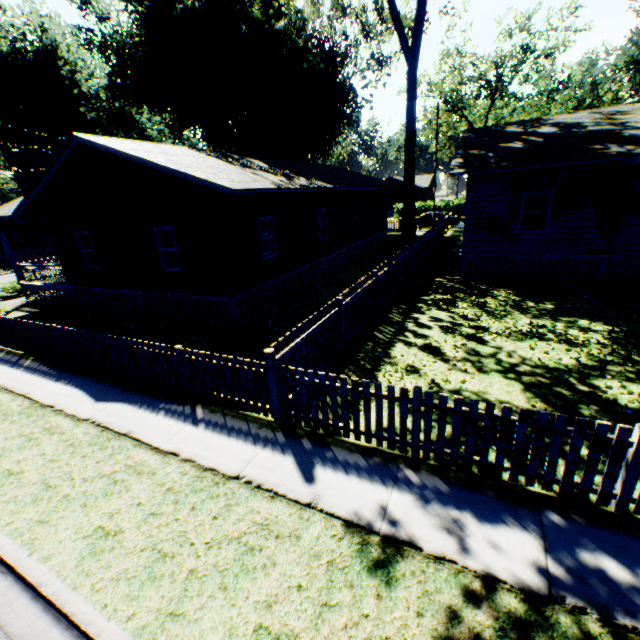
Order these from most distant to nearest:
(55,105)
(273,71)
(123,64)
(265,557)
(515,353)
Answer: (55,105), (123,64), (273,71), (515,353), (265,557)

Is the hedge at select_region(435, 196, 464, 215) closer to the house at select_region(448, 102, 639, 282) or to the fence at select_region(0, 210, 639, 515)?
the fence at select_region(0, 210, 639, 515)

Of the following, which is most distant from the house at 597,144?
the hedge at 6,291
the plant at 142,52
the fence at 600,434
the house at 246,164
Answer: the hedge at 6,291

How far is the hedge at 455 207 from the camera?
45.6m

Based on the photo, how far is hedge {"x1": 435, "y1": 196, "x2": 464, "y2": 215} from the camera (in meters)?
45.59

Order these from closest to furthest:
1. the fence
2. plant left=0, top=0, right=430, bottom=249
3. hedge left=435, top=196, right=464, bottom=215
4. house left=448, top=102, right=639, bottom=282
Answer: the fence
house left=448, top=102, right=639, bottom=282
plant left=0, top=0, right=430, bottom=249
hedge left=435, top=196, right=464, bottom=215

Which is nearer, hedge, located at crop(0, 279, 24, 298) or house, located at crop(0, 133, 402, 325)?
house, located at crop(0, 133, 402, 325)

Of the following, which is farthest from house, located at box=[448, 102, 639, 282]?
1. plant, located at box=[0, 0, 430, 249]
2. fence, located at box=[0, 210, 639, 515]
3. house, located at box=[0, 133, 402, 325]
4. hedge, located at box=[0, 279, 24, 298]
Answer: hedge, located at box=[0, 279, 24, 298]
